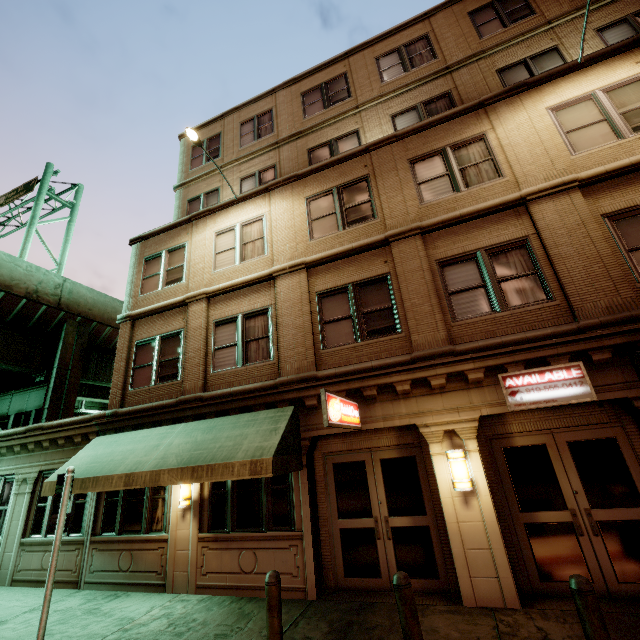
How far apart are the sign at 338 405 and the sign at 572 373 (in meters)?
3.08

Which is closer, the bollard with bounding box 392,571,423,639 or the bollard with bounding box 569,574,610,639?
the bollard with bounding box 569,574,610,639

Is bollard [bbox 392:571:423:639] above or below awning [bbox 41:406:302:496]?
below

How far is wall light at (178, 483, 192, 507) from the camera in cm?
845

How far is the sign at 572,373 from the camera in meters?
6.2 m

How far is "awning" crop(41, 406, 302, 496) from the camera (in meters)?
6.86

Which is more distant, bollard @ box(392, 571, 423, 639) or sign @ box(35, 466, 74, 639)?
sign @ box(35, 466, 74, 639)

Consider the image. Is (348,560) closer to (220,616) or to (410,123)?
(220,616)
